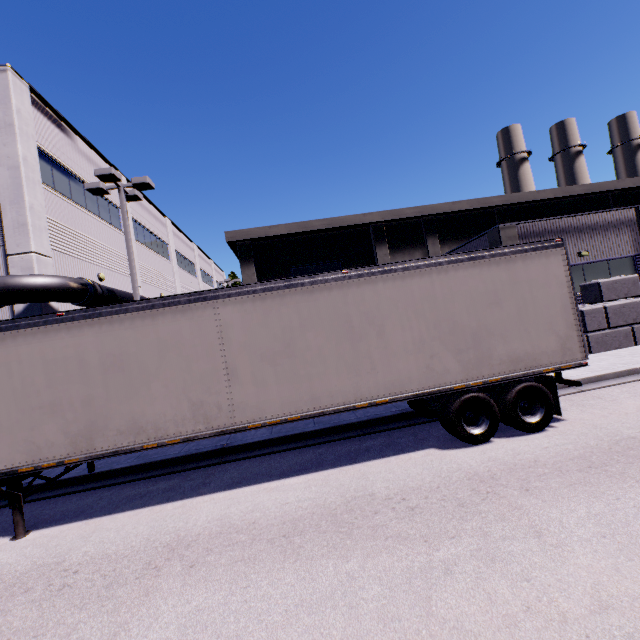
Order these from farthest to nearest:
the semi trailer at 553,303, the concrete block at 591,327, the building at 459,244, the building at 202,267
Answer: the building at 202,267, the building at 459,244, the concrete block at 591,327, the semi trailer at 553,303

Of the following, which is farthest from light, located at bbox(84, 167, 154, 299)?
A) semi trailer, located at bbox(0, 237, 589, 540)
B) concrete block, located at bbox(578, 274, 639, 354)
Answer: concrete block, located at bbox(578, 274, 639, 354)

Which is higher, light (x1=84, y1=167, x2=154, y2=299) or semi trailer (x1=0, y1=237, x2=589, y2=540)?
light (x1=84, y1=167, x2=154, y2=299)

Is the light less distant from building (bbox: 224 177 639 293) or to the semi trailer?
the semi trailer

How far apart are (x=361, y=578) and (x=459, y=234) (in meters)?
25.33

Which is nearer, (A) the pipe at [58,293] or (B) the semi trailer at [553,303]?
(B) the semi trailer at [553,303]

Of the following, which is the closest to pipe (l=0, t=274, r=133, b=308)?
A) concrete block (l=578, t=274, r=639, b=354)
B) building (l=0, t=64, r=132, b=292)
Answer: building (l=0, t=64, r=132, b=292)

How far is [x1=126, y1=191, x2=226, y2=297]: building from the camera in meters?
22.3
